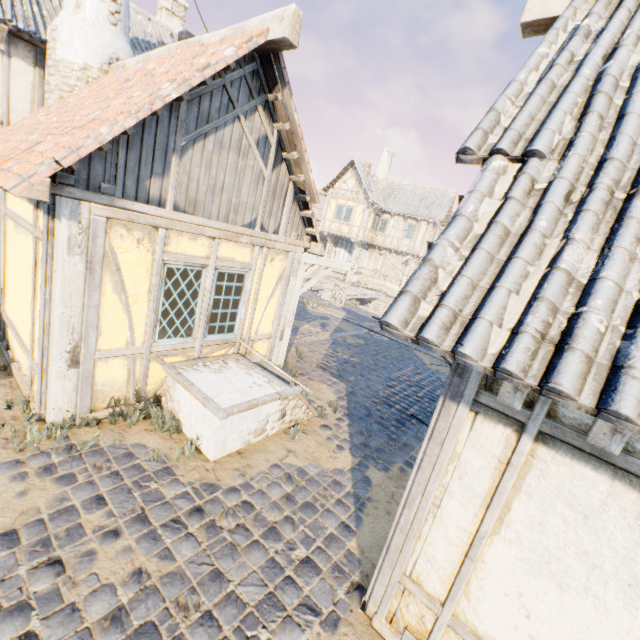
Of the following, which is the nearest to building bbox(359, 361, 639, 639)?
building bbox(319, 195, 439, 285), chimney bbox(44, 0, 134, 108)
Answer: chimney bbox(44, 0, 134, 108)

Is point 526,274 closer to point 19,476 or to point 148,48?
point 19,476

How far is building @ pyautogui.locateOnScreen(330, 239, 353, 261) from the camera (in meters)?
29.31

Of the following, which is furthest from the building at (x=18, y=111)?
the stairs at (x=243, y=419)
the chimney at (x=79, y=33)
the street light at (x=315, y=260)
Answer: the street light at (x=315, y=260)

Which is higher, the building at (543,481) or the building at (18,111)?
the building at (18,111)

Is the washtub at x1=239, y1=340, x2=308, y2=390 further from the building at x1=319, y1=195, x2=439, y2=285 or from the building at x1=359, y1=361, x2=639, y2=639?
the building at x1=319, y1=195, x2=439, y2=285

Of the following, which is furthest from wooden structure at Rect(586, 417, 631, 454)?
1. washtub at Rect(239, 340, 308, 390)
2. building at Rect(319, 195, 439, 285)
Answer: building at Rect(319, 195, 439, 285)

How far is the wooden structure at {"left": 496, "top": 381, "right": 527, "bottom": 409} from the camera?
2.11m
